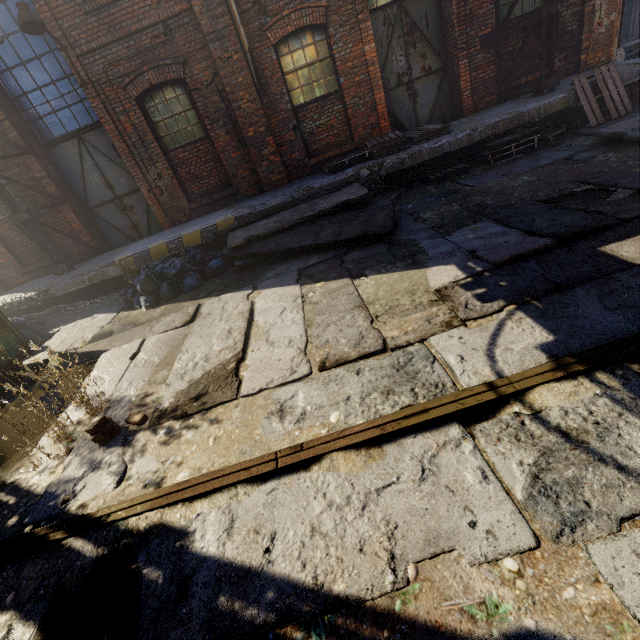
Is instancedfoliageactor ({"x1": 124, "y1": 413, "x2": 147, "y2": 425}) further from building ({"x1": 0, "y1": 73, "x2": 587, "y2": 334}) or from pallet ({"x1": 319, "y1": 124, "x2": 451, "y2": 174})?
pallet ({"x1": 319, "y1": 124, "x2": 451, "y2": 174})

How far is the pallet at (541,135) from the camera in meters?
7.0

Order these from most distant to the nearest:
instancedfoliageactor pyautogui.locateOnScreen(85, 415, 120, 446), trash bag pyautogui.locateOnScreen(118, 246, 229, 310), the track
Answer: trash bag pyautogui.locateOnScreen(118, 246, 229, 310)
instancedfoliageactor pyautogui.locateOnScreen(85, 415, 120, 446)
the track

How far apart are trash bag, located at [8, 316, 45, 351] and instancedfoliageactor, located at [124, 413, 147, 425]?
4.9m

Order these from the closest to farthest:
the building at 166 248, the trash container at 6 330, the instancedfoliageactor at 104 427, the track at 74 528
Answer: the track at 74 528
the instancedfoliageactor at 104 427
the trash container at 6 330
the building at 166 248

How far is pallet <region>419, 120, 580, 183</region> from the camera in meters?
7.0

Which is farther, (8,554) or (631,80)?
(631,80)

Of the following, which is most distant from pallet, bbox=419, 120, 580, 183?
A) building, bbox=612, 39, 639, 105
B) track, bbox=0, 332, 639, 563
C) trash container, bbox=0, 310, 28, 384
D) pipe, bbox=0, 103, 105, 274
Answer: trash container, bbox=0, 310, 28, 384
